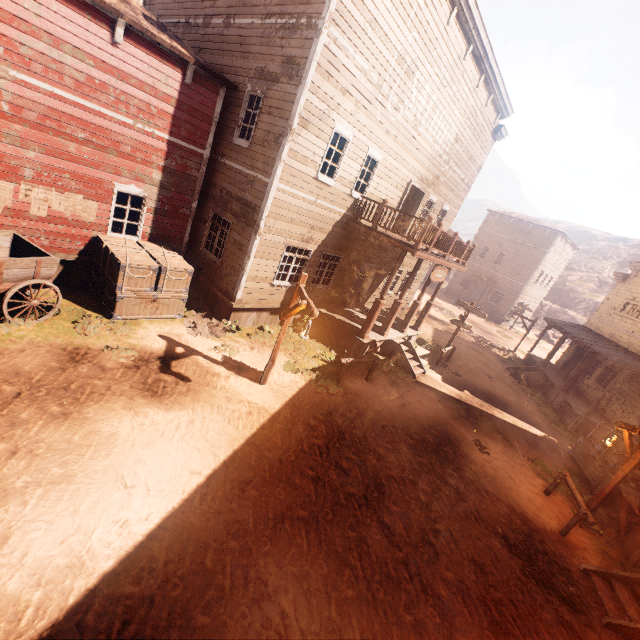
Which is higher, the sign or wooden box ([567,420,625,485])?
the sign

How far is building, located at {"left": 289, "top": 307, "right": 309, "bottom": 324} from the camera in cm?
1347

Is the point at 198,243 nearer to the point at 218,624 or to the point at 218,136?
the point at 218,136

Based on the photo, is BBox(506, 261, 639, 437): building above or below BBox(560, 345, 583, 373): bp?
below

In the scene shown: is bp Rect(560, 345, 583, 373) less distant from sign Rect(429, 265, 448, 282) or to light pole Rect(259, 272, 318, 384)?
sign Rect(429, 265, 448, 282)

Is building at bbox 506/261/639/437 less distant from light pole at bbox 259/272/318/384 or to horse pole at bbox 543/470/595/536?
horse pole at bbox 543/470/595/536

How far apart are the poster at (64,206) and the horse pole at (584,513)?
15.0 meters

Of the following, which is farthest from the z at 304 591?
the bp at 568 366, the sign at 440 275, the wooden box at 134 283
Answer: the sign at 440 275
